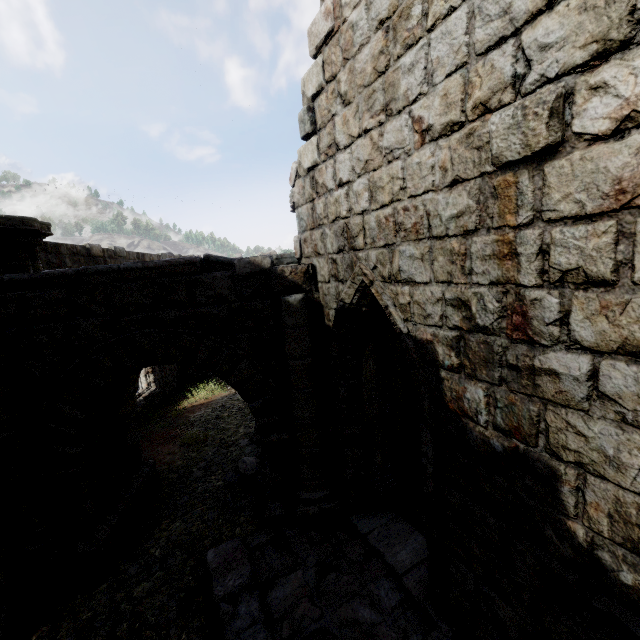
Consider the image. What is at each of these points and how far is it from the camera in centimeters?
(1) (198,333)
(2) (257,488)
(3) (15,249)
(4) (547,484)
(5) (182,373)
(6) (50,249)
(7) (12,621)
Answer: (1) stone arch, 495cm
(2) rubble, 691cm
(3) column, 593cm
(4) building, 240cm
(5) building, 1694cm
(6) building, 879cm
(7) building, 430cm

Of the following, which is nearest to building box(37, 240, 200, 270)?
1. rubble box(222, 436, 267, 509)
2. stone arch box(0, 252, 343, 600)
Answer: stone arch box(0, 252, 343, 600)

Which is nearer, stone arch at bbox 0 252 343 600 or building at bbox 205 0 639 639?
building at bbox 205 0 639 639

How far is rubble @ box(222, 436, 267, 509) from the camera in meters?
6.5

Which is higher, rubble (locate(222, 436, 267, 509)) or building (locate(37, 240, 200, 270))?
building (locate(37, 240, 200, 270))

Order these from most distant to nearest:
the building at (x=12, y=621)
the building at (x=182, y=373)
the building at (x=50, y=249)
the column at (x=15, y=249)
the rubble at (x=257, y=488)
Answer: the building at (x=182, y=373), the building at (x=50, y=249), the rubble at (x=257, y=488), the column at (x=15, y=249), the building at (x=12, y=621)

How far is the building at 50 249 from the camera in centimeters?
866cm

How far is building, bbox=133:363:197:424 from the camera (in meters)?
12.49
